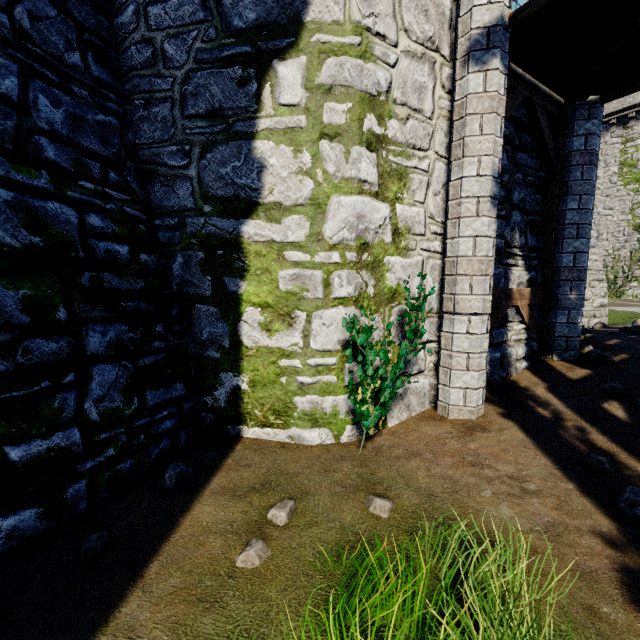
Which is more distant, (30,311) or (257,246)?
(257,246)

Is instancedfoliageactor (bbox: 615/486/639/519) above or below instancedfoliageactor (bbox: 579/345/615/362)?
below

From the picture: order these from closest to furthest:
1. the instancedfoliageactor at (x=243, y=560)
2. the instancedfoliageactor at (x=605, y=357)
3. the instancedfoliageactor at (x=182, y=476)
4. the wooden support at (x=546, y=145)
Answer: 1. the instancedfoliageactor at (x=243, y=560)
2. the instancedfoliageactor at (x=182, y=476)
3. the wooden support at (x=546, y=145)
4. the instancedfoliageactor at (x=605, y=357)

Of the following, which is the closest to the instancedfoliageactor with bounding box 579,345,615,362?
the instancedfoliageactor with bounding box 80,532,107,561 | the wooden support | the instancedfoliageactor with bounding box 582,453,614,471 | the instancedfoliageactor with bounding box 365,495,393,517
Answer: the wooden support

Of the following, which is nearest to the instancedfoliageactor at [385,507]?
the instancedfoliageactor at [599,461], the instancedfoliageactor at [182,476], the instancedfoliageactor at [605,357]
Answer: the instancedfoliageactor at [182,476]

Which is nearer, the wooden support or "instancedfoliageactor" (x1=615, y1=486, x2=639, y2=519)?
"instancedfoliageactor" (x1=615, y1=486, x2=639, y2=519)

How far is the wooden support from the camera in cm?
492

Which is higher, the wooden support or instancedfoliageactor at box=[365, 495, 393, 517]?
the wooden support
